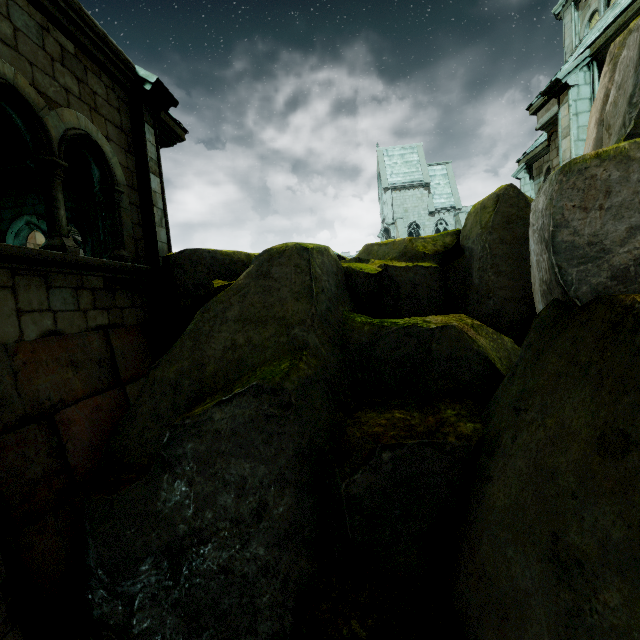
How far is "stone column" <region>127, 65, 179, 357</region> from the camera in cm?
553

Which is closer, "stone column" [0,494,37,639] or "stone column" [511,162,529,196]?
"stone column" [0,494,37,639]

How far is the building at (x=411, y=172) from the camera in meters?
37.6 m

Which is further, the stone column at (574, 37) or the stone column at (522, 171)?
the stone column at (522, 171)

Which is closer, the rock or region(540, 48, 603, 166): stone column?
the rock

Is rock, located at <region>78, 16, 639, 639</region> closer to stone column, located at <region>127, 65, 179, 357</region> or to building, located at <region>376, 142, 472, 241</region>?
stone column, located at <region>127, 65, 179, 357</region>

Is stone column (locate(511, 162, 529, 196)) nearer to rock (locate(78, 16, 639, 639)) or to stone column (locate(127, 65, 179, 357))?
rock (locate(78, 16, 639, 639))

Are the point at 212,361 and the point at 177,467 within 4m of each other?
yes
